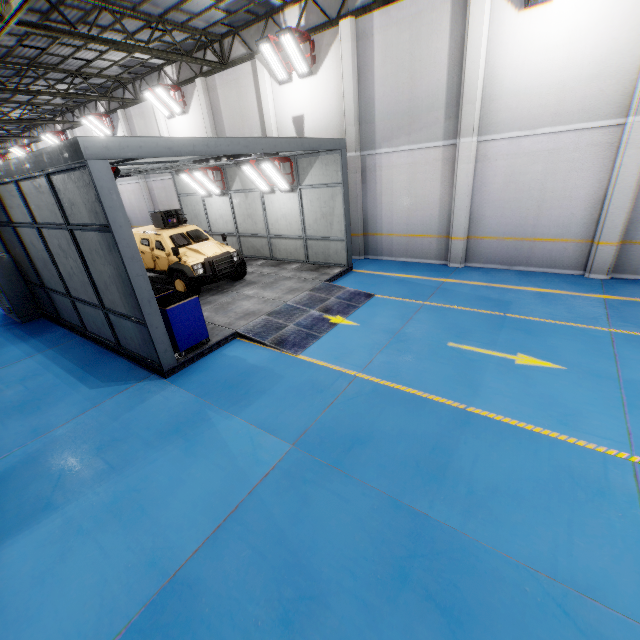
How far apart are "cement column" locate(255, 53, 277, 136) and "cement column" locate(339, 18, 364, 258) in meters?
3.4 m

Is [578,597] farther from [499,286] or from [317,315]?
[499,286]

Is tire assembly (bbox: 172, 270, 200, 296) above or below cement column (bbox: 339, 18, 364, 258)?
below

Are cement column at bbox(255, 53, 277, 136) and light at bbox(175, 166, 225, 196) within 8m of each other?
yes

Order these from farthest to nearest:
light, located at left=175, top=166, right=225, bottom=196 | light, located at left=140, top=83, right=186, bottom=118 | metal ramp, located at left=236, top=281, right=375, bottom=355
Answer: light, located at left=140, top=83, right=186, bottom=118 → light, located at left=175, top=166, right=225, bottom=196 → metal ramp, located at left=236, top=281, right=375, bottom=355

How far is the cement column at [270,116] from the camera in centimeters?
1284cm

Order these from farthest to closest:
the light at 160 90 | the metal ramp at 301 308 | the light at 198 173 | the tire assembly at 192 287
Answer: the light at 160 90 → the light at 198 173 → the tire assembly at 192 287 → the metal ramp at 301 308

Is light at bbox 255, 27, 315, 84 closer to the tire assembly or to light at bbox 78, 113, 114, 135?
the tire assembly
